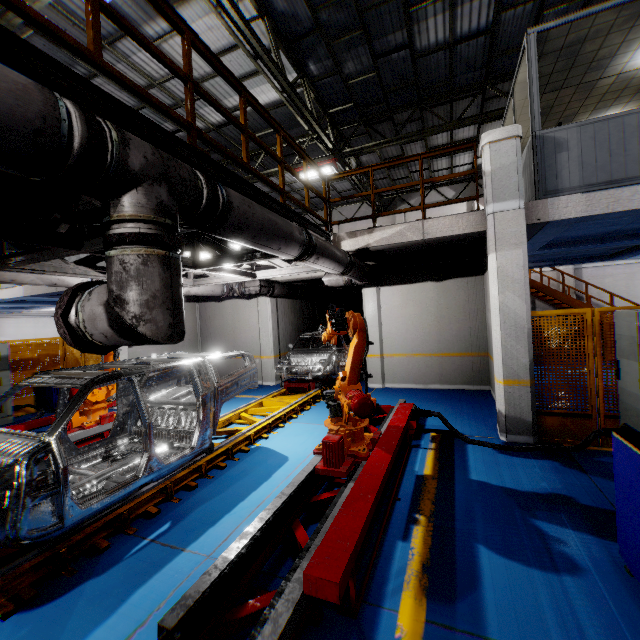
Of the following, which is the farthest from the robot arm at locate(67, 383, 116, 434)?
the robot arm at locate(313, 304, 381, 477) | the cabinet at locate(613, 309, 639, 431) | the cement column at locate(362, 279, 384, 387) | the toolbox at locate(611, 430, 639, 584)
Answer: the cabinet at locate(613, 309, 639, 431)

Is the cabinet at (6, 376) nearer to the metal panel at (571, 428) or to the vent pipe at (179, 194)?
the metal panel at (571, 428)

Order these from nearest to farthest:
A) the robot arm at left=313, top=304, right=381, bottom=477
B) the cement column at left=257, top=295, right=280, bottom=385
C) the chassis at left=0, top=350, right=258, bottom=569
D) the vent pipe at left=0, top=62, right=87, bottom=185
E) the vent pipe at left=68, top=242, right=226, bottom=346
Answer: the vent pipe at left=0, top=62, right=87, bottom=185 < the vent pipe at left=68, top=242, right=226, bottom=346 < the chassis at left=0, top=350, right=258, bottom=569 < the robot arm at left=313, top=304, right=381, bottom=477 < the cement column at left=257, top=295, right=280, bottom=385

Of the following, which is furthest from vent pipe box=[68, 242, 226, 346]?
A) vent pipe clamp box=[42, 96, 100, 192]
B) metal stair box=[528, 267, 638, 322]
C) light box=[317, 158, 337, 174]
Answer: metal stair box=[528, 267, 638, 322]

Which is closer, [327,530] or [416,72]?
[327,530]

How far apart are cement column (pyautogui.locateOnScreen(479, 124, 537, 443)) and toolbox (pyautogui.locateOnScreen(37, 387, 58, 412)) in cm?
1161

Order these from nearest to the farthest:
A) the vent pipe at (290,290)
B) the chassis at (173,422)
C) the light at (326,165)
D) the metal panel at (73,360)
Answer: the chassis at (173,422)
the metal panel at (73,360)
the vent pipe at (290,290)
the light at (326,165)

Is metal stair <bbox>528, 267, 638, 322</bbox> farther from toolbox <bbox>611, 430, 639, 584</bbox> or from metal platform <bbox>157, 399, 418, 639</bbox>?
toolbox <bbox>611, 430, 639, 584</bbox>
